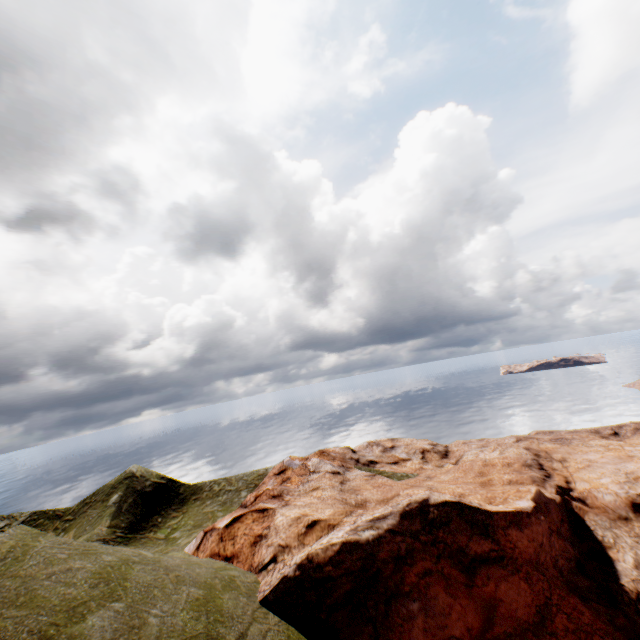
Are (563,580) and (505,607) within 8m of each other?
yes
